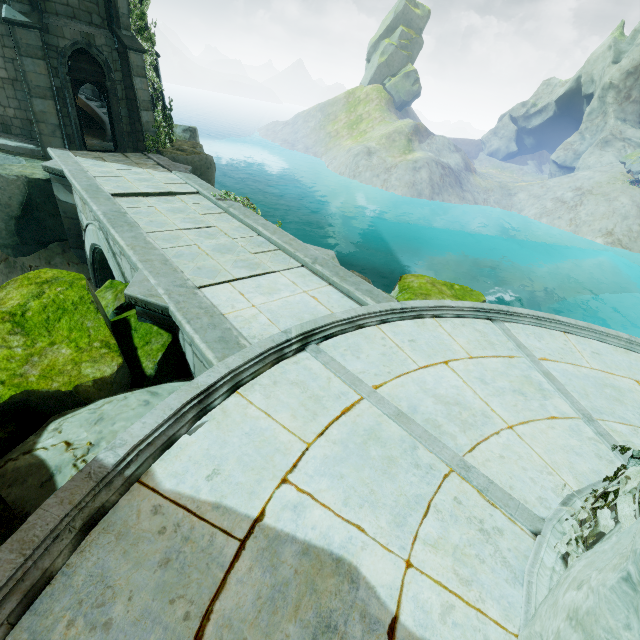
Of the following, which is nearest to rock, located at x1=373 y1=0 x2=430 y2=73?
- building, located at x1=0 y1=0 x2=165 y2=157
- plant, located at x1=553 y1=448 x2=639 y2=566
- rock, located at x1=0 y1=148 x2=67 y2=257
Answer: building, located at x1=0 y1=0 x2=165 y2=157

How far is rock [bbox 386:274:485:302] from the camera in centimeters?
1227cm

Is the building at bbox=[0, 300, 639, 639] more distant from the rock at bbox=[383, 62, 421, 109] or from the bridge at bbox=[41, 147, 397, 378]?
the rock at bbox=[383, 62, 421, 109]

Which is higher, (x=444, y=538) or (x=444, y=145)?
(x=444, y=145)

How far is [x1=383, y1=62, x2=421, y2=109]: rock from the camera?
59.0m

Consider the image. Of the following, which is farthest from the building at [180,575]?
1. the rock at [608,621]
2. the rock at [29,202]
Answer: the rock at [29,202]

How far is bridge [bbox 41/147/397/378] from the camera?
5.45m

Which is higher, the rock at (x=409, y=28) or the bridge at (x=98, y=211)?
the rock at (x=409, y=28)
